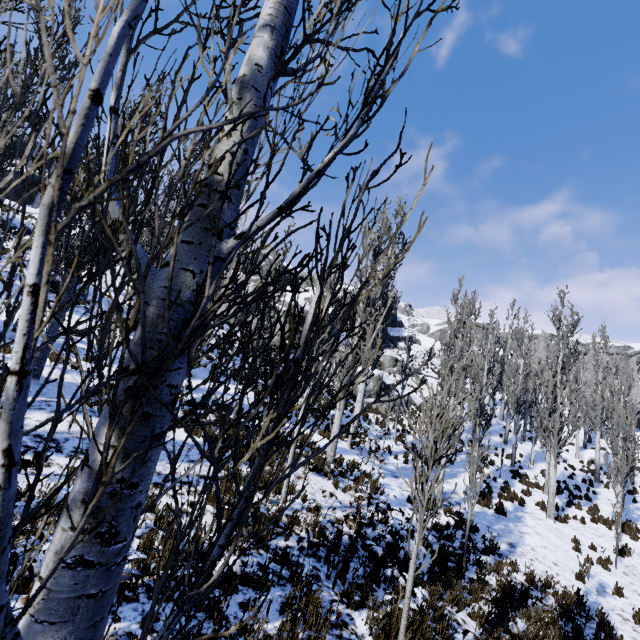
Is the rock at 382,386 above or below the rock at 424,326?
below

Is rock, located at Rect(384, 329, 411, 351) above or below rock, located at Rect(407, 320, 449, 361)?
below

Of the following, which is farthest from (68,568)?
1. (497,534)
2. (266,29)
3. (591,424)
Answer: (591,424)

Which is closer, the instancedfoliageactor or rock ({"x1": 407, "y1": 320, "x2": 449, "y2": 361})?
the instancedfoliageactor

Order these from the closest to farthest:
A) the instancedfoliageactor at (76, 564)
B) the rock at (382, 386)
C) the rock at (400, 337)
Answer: the instancedfoliageactor at (76, 564), the rock at (382, 386), the rock at (400, 337)

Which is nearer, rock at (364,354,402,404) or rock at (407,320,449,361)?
rock at (364,354,402,404)
